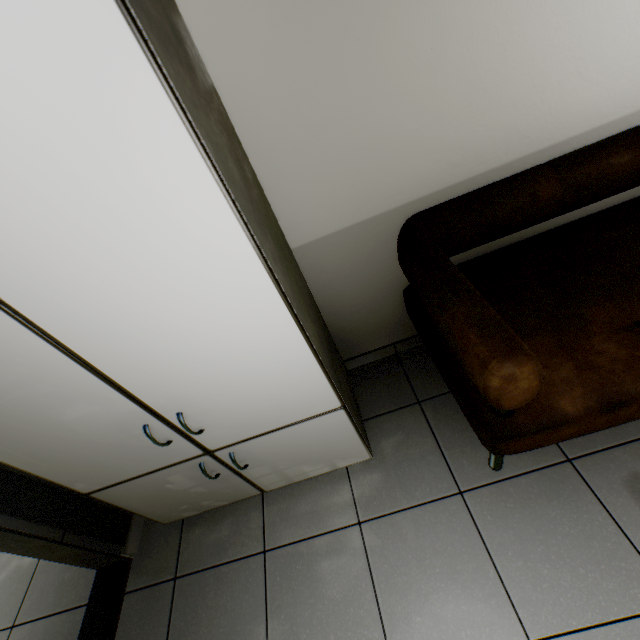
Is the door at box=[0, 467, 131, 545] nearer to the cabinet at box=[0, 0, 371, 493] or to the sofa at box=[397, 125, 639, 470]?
the cabinet at box=[0, 0, 371, 493]

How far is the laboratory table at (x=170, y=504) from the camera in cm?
135

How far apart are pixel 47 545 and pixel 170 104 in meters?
1.9 m

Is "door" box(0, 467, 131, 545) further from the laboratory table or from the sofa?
the sofa

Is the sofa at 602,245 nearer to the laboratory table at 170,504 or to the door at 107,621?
the laboratory table at 170,504

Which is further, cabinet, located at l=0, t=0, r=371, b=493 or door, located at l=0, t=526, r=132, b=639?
door, located at l=0, t=526, r=132, b=639

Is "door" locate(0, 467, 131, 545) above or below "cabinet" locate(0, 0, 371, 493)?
below

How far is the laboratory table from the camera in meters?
1.3
